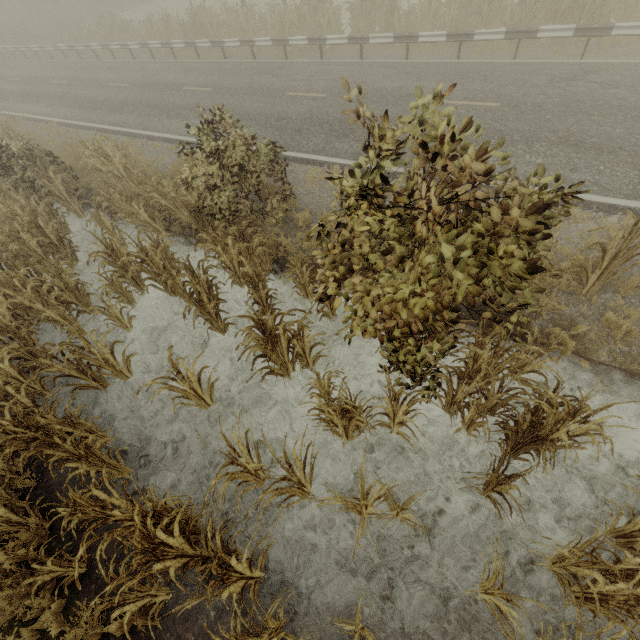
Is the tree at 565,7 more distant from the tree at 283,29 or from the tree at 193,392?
the tree at 193,392

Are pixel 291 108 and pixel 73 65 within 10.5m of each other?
no

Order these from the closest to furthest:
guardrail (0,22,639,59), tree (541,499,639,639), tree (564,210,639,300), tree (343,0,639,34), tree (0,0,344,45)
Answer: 1. tree (541,499,639,639)
2. tree (564,210,639,300)
3. guardrail (0,22,639,59)
4. tree (343,0,639,34)
5. tree (0,0,344,45)

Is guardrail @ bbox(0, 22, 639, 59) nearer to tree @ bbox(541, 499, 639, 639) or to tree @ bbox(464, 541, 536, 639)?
tree @ bbox(541, 499, 639, 639)

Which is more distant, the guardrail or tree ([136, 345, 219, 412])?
the guardrail

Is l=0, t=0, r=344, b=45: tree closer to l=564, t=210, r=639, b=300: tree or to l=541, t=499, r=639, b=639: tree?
l=564, t=210, r=639, b=300: tree

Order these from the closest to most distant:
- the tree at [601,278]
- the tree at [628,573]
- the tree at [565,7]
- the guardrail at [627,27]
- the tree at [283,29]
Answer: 1. the tree at [628,573]
2. the tree at [601,278]
3. the guardrail at [627,27]
4. the tree at [565,7]
5. the tree at [283,29]

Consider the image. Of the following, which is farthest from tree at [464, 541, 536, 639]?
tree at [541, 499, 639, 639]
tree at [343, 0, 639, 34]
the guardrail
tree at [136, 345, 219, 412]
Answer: tree at [343, 0, 639, 34]
